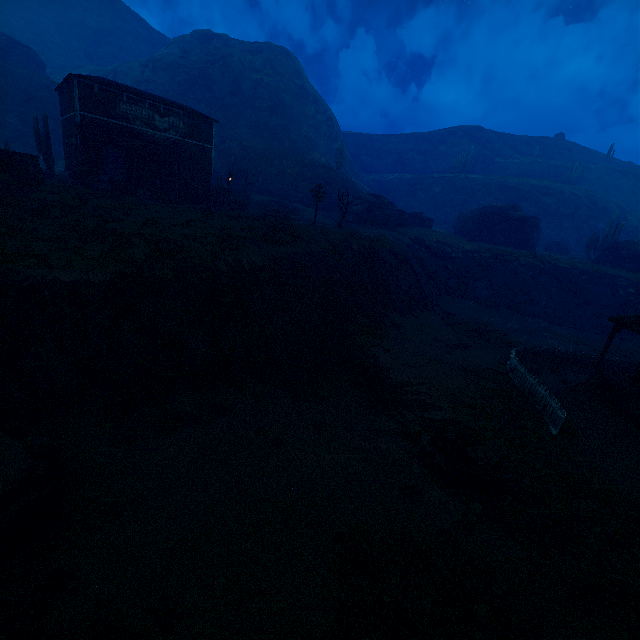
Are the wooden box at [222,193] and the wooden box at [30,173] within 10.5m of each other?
no

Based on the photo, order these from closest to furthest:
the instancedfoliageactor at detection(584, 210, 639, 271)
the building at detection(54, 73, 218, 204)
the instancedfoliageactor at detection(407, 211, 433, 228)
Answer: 1. the building at detection(54, 73, 218, 204)
2. the instancedfoliageactor at detection(584, 210, 639, 271)
3. the instancedfoliageactor at detection(407, 211, 433, 228)

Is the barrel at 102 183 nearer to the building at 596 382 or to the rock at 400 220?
the building at 596 382

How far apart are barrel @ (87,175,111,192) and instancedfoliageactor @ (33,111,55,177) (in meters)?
8.59

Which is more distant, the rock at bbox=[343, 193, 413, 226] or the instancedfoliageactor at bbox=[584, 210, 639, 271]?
the rock at bbox=[343, 193, 413, 226]

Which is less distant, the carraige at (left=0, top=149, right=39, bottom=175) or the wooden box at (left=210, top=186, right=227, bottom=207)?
the carraige at (left=0, top=149, right=39, bottom=175)

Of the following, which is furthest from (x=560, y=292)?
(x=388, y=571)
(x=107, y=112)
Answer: (x=107, y=112)

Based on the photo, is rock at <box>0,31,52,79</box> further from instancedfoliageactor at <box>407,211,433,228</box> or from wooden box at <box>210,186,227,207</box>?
instancedfoliageactor at <box>407,211,433,228</box>
